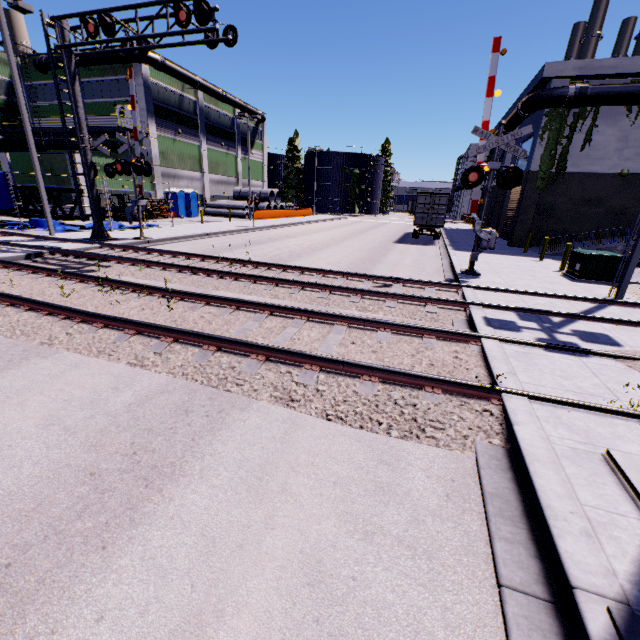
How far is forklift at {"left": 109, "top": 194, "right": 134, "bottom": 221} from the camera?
26.55m

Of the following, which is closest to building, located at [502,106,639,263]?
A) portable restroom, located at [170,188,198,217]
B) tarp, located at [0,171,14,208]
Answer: portable restroom, located at [170,188,198,217]

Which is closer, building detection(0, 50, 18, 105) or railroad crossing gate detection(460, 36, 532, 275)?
railroad crossing gate detection(460, 36, 532, 275)

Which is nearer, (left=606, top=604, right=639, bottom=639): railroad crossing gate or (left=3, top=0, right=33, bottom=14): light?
(left=606, top=604, right=639, bottom=639): railroad crossing gate

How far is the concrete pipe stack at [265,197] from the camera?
43.4m

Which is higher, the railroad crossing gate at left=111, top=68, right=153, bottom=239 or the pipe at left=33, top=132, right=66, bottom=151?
the pipe at left=33, top=132, right=66, bottom=151

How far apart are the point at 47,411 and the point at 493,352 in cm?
678

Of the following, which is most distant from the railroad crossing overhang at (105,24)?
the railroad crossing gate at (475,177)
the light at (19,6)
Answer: the railroad crossing gate at (475,177)
